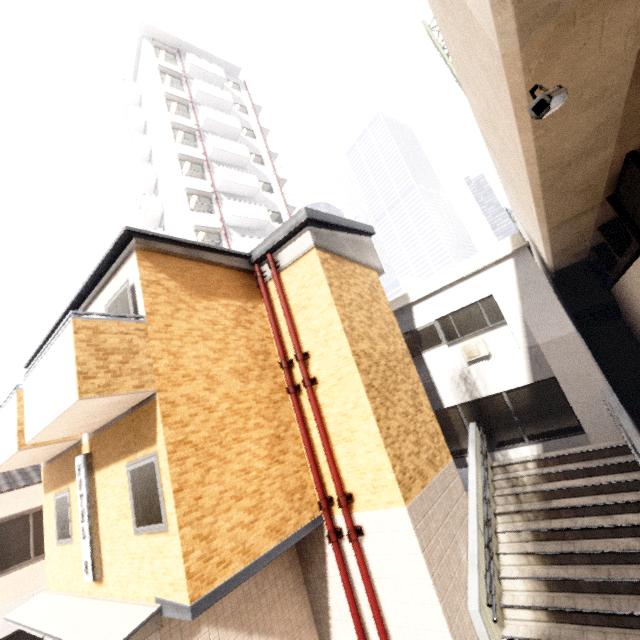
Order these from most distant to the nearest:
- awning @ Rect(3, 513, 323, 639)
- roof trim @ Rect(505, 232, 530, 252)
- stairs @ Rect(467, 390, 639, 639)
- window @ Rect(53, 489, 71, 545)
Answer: roof trim @ Rect(505, 232, 530, 252) → window @ Rect(53, 489, 71, 545) → stairs @ Rect(467, 390, 639, 639) → awning @ Rect(3, 513, 323, 639)

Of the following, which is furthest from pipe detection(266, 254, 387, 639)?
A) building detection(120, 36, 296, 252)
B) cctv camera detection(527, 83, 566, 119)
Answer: building detection(120, 36, 296, 252)

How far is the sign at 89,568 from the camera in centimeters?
614cm

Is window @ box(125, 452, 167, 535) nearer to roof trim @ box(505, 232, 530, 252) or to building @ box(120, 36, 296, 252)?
roof trim @ box(505, 232, 530, 252)

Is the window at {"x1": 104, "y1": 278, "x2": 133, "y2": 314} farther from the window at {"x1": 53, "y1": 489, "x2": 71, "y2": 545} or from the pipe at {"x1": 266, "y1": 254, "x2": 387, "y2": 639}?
the window at {"x1": 53, "y1": 489, "x2": 71, "y2": 545}

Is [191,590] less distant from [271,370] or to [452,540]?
[271,370]

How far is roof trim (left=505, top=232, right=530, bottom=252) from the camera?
10.0m

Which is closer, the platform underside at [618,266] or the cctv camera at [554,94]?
the cctv camera at [554,94]
